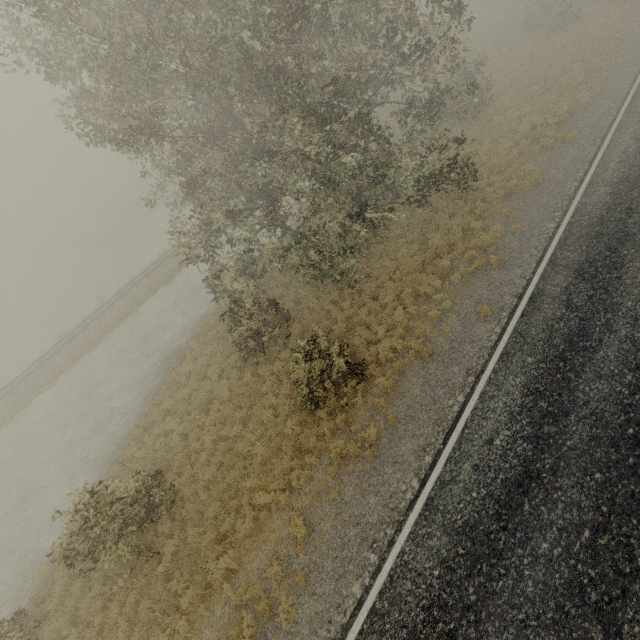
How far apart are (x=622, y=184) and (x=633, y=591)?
14.0 meters
